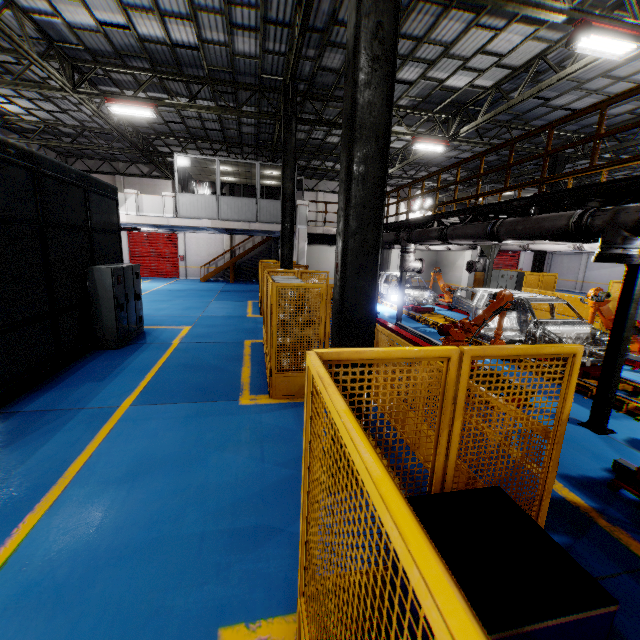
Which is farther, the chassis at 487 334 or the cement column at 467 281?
the cement column at 467 281

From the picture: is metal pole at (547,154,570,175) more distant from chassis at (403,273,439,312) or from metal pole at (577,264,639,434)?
metal pole at (577,264,639,434)

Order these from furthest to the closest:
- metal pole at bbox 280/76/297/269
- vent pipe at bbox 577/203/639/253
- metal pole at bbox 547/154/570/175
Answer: metal pole at bbox 547/154/570/175 < metal pole at bbox 280/76/297/269 < vent pipe at bbox 577/203/639/253

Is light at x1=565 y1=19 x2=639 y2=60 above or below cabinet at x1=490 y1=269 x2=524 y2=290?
above

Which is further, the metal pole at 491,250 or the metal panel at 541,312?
the metal panel at 541,312

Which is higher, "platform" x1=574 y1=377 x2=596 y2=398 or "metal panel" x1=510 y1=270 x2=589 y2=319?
"metal panel" x1=510 y1=270 x2=589 y2=319

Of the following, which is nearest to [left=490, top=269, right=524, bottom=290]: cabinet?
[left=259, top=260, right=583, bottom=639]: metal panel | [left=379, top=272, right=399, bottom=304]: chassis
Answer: [left=259, top=260, right=583, bottom=639]: metal panel

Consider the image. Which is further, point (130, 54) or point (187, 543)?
point (130, 54)
